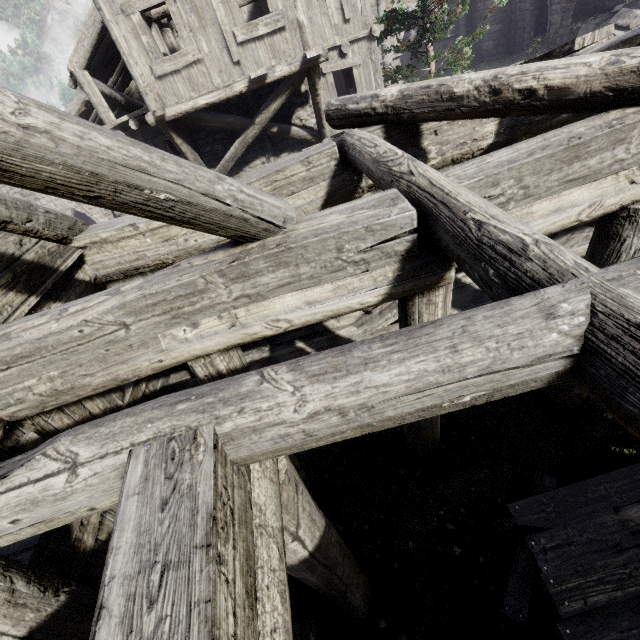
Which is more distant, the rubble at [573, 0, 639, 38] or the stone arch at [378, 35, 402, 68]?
the stone arch at [378, 35, 402, 68]

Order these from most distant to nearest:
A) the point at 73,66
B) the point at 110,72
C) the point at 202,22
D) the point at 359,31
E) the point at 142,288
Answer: the point at 110,72, the point at 359,31, the point at 73,66, the point at 202,22, the point at 142,288

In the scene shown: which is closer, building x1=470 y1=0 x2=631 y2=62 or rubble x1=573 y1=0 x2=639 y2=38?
rubble x1=573 y1=0 x2=639 y2=38

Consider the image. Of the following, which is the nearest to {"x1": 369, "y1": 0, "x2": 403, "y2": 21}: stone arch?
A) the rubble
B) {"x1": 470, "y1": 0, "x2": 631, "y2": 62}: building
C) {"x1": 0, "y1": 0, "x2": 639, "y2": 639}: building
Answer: {"x1": 470, "y1": 0, "x2": 631, "y2": 62}: building

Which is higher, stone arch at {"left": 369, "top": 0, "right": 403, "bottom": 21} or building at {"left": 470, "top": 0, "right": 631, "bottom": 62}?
stone arch at {"left": 369, "top": 0, "right": 403, "bottom": 21}

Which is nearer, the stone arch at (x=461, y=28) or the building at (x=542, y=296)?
the building at (x=542, y=296)

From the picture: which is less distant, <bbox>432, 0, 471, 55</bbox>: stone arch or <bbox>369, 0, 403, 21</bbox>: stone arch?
<bbox>369, 0, 403, 21</bbox>: stone arch

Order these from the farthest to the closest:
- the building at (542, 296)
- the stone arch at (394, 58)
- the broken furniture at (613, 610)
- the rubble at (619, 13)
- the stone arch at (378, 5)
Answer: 1. the stone arch at (394, 58)
2. the stone arch at (378, 5)
3. the rubble at (619, 13)
4. the broken furniture at (613, 610)
5. the building at (542, 296)
